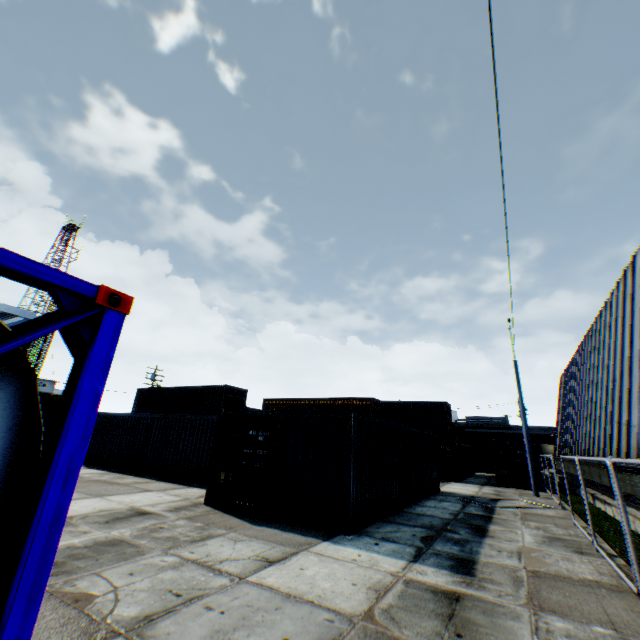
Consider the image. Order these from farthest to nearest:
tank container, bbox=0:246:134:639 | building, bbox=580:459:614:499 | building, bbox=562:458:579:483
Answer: building, bbox=562:458:579:483 < building, bbox=580:459:614:499 < tank container, bbox=0:246:134:639

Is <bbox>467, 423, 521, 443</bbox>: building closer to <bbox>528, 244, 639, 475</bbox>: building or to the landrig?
<bbox>528, 244, 639, 475</bbox>: building

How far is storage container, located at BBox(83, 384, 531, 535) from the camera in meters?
8.9

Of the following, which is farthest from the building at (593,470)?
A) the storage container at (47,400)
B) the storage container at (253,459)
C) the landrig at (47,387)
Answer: the landrig at (47,387)

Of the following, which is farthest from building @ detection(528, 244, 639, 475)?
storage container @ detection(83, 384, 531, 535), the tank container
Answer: storage container @ detection(83, 384, 531, 535)

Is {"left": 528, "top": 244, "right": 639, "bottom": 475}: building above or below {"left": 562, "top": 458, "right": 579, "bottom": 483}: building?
above

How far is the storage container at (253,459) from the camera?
8.9m

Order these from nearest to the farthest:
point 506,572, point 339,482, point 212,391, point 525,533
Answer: point 506,572 < point 339,482 < point 525,533 < point 212,391
